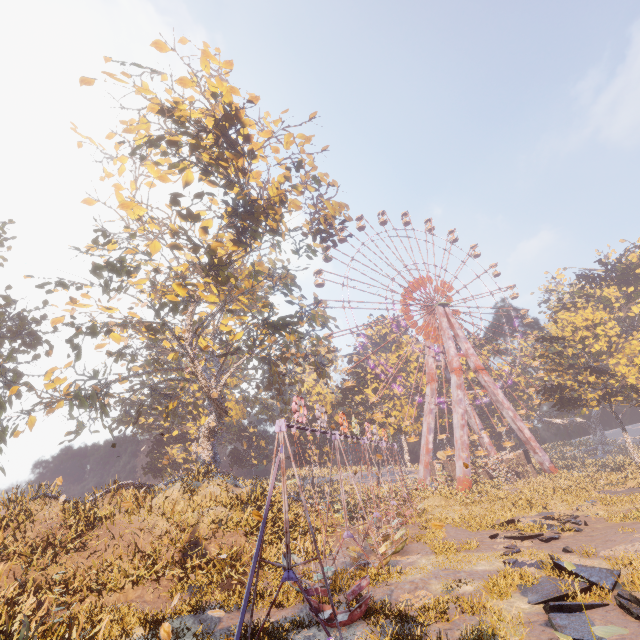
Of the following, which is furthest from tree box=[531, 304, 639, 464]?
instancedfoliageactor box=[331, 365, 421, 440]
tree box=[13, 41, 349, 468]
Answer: tree box=[13, 41, 349, 468]

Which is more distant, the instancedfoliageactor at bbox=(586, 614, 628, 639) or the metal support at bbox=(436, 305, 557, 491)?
the metal support at bbox=(436, 305, 557, 491)

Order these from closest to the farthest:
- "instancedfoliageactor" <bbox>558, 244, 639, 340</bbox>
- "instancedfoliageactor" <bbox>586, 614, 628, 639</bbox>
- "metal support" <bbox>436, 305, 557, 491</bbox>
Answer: "instancedfoliageactor" <bbox>586, 614, 628, 639</bbox>
"metal support" <bbox>436, 305, 557, 491</bbox>
"instancedfoliageactor" <bbox>558, 244, 639, 340</bbox>

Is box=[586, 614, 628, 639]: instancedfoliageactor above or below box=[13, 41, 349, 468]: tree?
below

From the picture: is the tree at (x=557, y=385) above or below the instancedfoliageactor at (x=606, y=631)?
above

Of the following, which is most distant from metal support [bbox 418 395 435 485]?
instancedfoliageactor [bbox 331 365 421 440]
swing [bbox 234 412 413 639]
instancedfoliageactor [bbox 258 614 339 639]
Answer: instancedfoliageactor [bbox 258 614 339 639]

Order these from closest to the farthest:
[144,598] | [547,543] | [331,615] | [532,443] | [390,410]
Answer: [331,615] < [144,598] < [547,543] < [532,443] < [390,410]

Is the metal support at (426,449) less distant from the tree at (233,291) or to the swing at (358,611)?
the swing at (358,611)
